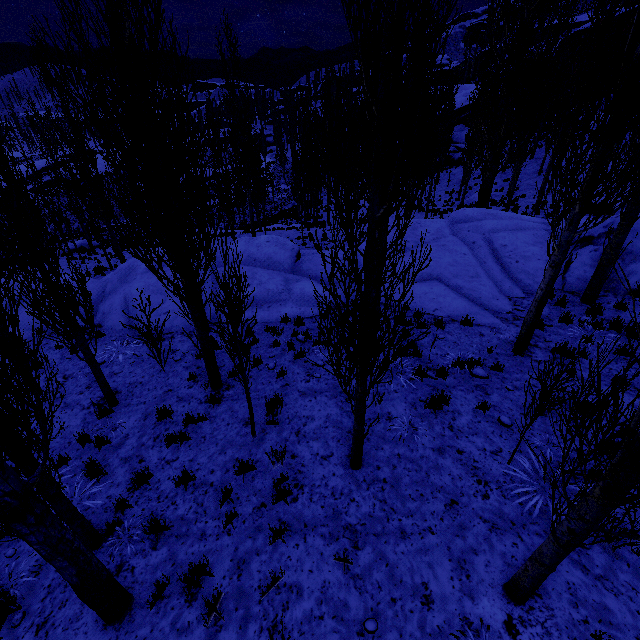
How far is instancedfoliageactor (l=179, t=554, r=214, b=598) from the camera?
4.2 meters

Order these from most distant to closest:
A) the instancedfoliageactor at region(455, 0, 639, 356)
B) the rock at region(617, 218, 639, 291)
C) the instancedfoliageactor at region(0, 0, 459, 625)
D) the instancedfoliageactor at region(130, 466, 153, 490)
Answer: the rock at region(617, 218, 639, 291)
the instancedfoliageactor at region(130, 466, 153, 490)
the instancedfoliageactor at region(455, 0, 639, 356)
the instancedfoliageactor at region(0, 0, 459, 625)

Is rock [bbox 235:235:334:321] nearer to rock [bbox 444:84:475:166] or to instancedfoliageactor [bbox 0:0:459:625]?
instancedfoliageactor [bbox 0:0:459:625]

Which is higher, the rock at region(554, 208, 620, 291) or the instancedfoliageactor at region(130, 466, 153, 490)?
the rock at region(554, 208, 620, 291)

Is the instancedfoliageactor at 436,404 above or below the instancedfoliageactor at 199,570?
above

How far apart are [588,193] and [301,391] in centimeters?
668cm

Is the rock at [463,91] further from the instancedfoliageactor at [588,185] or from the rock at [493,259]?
the rock at [493,259]
